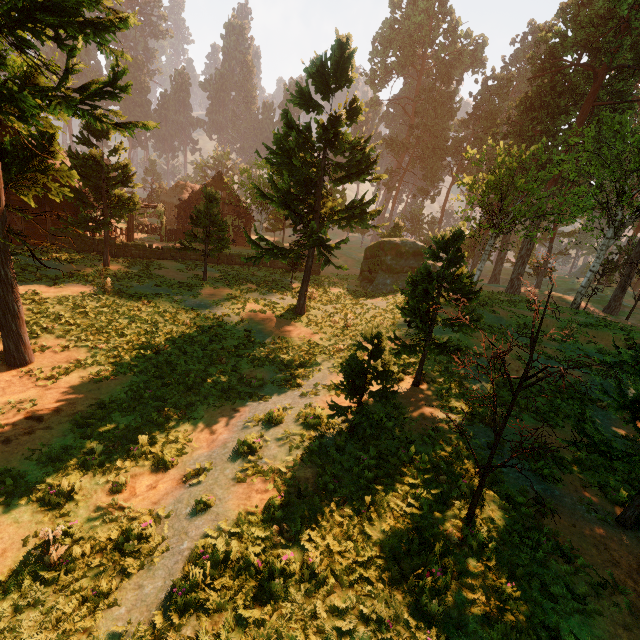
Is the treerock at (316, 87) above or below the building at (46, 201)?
above

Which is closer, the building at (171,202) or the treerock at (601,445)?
the treerock at (601,445)

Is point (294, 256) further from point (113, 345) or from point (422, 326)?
point (113, 345)

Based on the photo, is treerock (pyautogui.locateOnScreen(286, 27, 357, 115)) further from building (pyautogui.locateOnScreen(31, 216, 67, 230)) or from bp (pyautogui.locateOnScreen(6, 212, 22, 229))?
bp (pyautogui.locateOnScreen(6, 212, 22, 229))

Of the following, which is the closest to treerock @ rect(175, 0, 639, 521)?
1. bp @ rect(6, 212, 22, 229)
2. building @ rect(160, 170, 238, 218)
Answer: building @ rect(160, 170, 238, 218)
